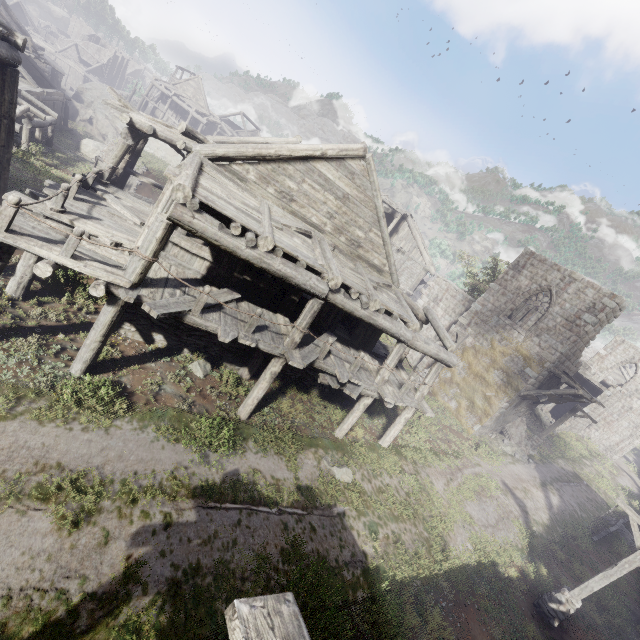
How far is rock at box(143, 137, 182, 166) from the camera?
40.3m

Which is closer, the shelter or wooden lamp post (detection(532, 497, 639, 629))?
wooden lamp post (detection(532, 497, 639, 629))

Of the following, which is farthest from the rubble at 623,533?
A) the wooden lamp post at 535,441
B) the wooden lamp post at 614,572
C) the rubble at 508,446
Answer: the wooden lamp post at 614,572

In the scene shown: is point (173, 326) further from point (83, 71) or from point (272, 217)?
point (83, 71)

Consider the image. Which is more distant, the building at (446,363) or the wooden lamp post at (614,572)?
the wooden lamp post at (614,572)

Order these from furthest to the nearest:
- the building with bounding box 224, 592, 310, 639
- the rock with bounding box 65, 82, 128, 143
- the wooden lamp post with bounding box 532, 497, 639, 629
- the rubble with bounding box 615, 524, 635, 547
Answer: the rock with bounding box 65, 82, 128, 143, the rubble with bounding box 615, 524, 635, 547, the wooden lamp post with bounding box 532, 497, 639, 629, the building with bounding box 224, 592, 310, 639

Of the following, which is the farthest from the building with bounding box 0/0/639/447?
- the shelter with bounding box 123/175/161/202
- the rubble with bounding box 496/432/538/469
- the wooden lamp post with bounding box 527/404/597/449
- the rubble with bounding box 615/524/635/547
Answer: the shelter with bounding box 123/175/161/202

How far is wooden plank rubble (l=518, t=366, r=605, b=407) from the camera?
18.0 meters
